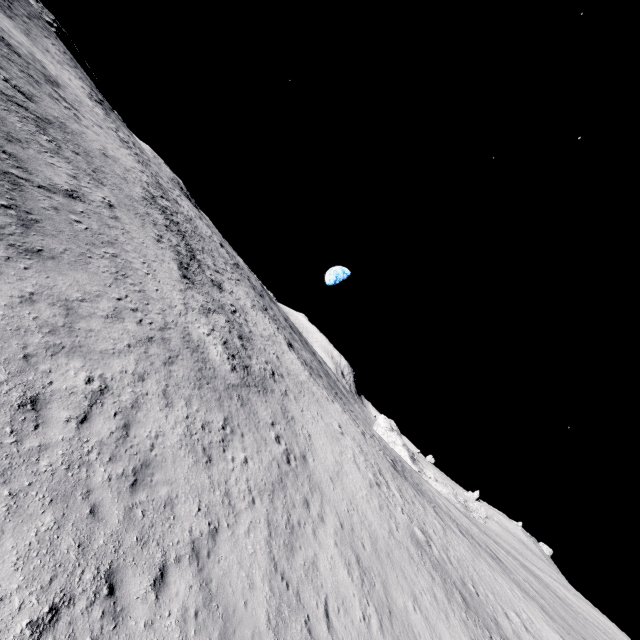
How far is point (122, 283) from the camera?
14.34m
